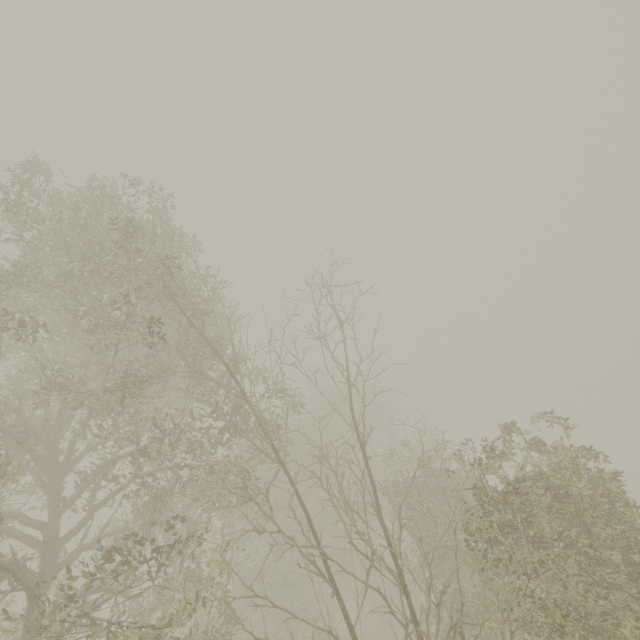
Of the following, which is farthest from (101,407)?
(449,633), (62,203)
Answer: (449,633)
